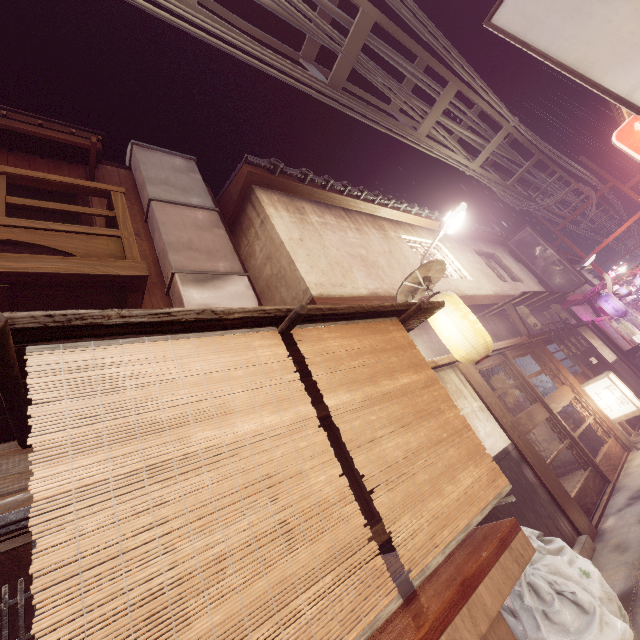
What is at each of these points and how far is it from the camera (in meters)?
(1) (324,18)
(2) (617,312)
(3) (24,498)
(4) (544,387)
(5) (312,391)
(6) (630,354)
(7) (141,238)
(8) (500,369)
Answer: (1) z, 10.76
(2) lantern, 24.06
(3) wood bar, 3.59
(4) building, 14.54
(5) wood panel, 6.84
(6) sign, 21.19
(7) house, 9.45
(8) building, 15.92

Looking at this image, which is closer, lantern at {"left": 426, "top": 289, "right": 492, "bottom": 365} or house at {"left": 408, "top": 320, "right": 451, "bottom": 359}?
lantern at {"left": 426, "top": 289, "right": 492, "bottom": 365}

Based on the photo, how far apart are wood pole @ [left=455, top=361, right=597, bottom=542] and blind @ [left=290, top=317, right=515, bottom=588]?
4.6 meters

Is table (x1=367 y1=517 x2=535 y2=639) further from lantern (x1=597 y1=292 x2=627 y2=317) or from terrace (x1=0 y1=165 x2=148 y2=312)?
lantern (x1=597 y1=292 x2=627 y2=317)

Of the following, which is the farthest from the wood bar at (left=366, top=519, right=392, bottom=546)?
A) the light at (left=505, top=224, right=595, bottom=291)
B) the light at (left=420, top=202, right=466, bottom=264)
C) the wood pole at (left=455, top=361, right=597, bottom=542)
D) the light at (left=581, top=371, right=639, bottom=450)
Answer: the light at (left=505, top=224, right=595, bottom=291)

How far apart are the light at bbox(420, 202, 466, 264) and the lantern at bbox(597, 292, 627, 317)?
20.61m

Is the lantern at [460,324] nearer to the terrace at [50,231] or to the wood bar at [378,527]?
the wood bar at [378,527]

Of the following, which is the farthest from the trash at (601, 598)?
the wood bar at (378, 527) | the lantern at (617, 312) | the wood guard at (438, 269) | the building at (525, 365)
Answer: the lantern at (617, 312)
